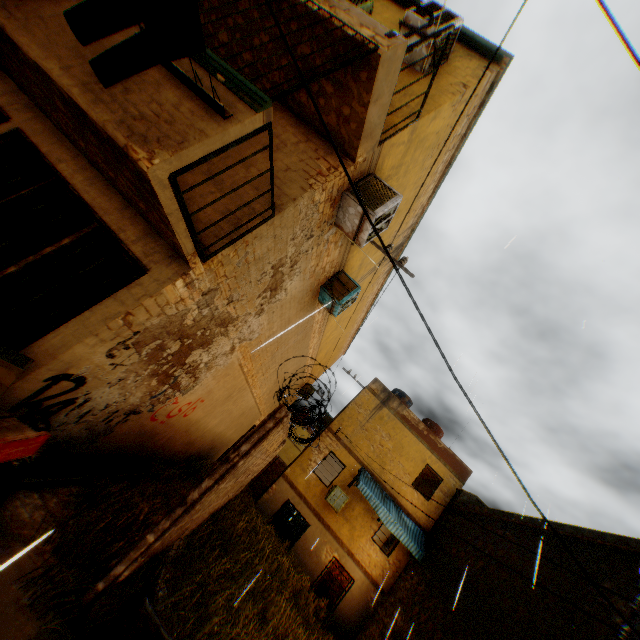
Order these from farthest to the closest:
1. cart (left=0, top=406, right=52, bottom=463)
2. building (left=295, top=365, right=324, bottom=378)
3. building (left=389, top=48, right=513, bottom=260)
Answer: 1. building (left=295, top=365, right=324, bottom=378)
2. building (left=389, top=48, right=513, bottom=260)
3. cart (left=0, top=406, right=52, bottom=463)

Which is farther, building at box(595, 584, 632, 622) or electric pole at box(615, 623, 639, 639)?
building at box(595, 584, 632, 622)

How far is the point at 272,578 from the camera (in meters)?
9.19

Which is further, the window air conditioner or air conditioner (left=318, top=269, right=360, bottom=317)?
air conditioner (left=318, top=269, right=360, bottom=317)

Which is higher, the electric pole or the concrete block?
the electric pole

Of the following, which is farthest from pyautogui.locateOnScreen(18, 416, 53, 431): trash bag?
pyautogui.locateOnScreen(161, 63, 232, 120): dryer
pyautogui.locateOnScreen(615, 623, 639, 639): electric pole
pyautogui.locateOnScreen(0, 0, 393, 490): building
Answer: pyautogui.locateOnScreen(161, 63, 232, 120): dryer

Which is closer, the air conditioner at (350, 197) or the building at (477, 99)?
the air conditioner at (350, 197)
